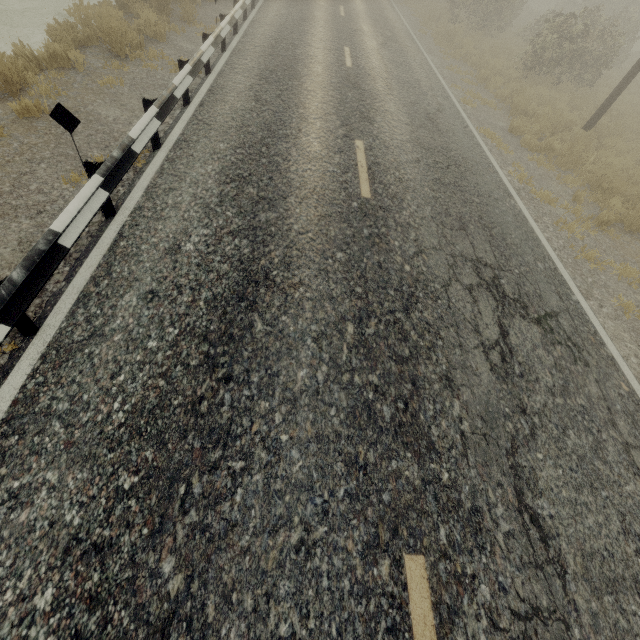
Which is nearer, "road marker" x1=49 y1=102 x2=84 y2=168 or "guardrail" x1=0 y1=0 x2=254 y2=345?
"guardrail" x1=0 y1=0 x2=254 y2=345

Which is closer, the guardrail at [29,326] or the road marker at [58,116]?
the guardrail at [29,326]

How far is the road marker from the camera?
3.6m

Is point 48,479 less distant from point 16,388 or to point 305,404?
point 16,388

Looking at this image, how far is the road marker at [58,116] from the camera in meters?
3.6 m

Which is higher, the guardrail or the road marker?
the road marker
